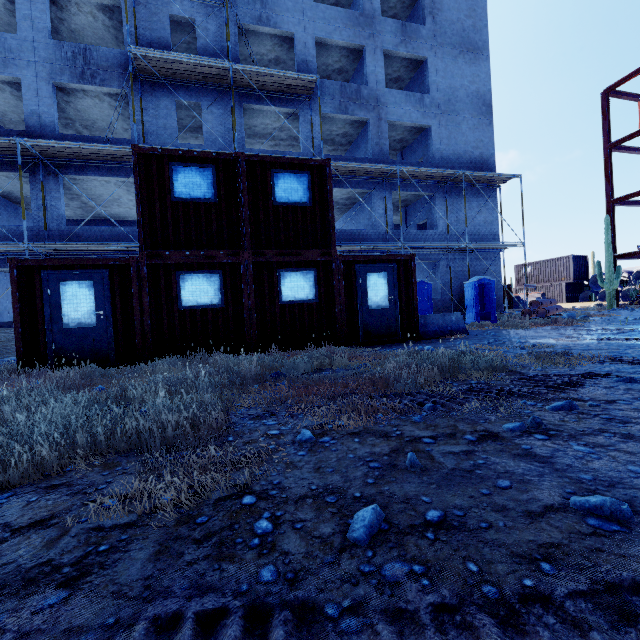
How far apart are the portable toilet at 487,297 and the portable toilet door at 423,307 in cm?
250

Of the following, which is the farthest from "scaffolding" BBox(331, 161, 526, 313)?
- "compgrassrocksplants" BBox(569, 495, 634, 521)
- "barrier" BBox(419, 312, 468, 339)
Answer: "compgrassrocksplants" BBox(569, 495, 634, 521)

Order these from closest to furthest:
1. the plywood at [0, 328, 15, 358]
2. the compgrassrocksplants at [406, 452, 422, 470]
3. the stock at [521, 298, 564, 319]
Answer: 1. the compgrassrocksplants at [406, 452, 422, 470]
2. the plywood at [0, 328, 15, 358]
3. the stock at [521, 298, 564, 319]

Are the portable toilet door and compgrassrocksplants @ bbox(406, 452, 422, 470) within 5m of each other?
no

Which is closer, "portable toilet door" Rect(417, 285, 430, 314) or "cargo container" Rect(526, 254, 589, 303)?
"portable toilet door" Rect(417, 285, 430, 314)

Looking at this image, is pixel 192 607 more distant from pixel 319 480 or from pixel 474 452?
pixel 474 452

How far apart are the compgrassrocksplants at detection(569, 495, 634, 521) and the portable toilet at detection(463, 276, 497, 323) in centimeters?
1611cm

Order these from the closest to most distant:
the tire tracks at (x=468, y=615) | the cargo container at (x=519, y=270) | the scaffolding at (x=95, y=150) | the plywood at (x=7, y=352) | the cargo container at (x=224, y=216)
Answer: the tire tracks at (x=468, y=615), the cargo container at (x=224, y=216), the plywood at (x=7, y=352), the scaffolding at (x=95, y=150), the cargo container at (x=519, y=270)
